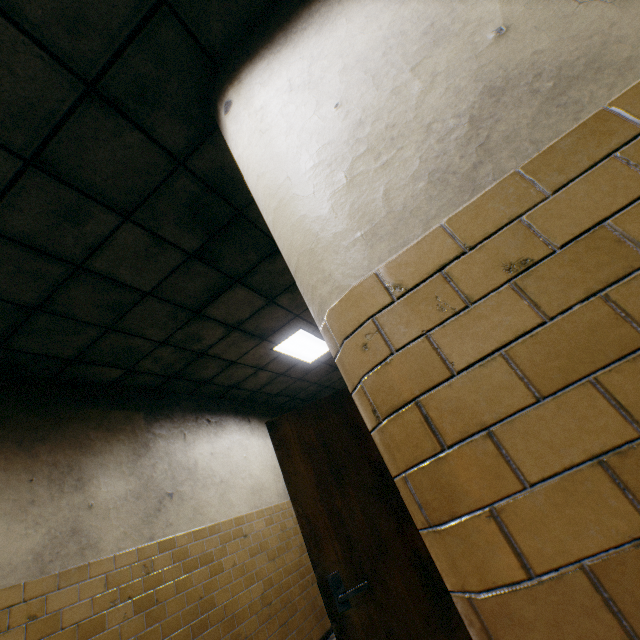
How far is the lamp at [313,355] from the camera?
5.4 meters

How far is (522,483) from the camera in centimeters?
75cm

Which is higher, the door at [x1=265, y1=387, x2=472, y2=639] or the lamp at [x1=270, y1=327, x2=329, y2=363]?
the lamp at [x1=270, y1=327, x2=329, y2=363]

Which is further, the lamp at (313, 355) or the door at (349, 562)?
the lamp at (313, 355)

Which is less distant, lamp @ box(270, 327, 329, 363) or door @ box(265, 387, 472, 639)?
door @ box(265, 387, 472, 639)

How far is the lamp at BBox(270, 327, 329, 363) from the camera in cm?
536
